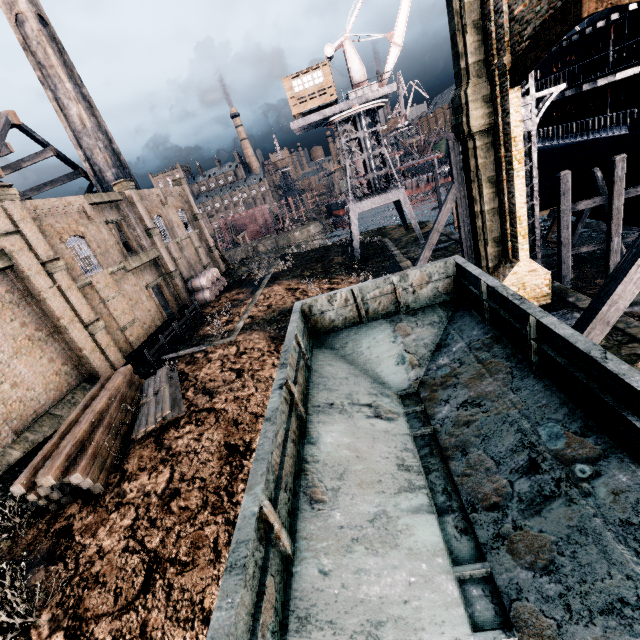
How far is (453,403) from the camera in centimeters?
696cm

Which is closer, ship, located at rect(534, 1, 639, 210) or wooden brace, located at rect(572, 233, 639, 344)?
wooden brace, located at rect(572, 233, 639, 344)

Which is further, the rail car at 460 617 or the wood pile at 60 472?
the wood pile at 60 472

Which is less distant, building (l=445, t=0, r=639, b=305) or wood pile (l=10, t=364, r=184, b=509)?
building (l=445, t=0, r=639, b=305)

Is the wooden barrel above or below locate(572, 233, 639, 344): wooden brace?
below

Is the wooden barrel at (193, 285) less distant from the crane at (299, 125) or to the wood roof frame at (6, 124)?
the wood roof frame at (6, 124)

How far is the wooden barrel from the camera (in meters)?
34.44

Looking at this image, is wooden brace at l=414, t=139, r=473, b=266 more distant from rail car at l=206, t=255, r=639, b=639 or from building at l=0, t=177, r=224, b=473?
building at l=0, t=177, r=224, b=473
